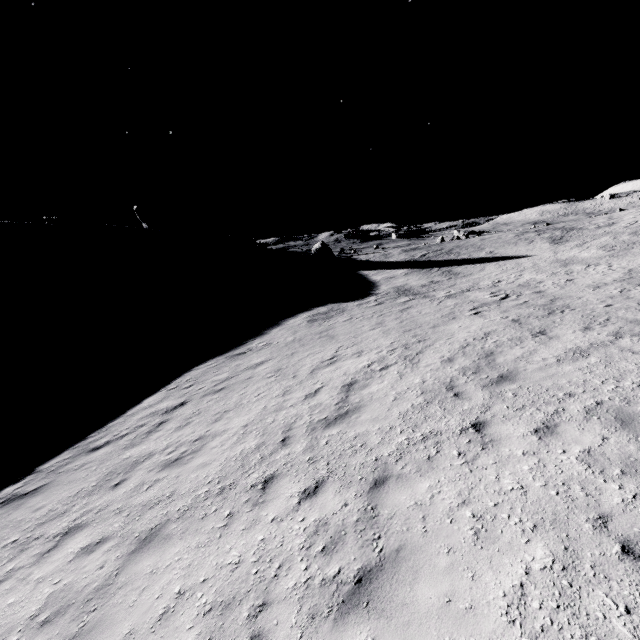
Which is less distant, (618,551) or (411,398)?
(618,551)
